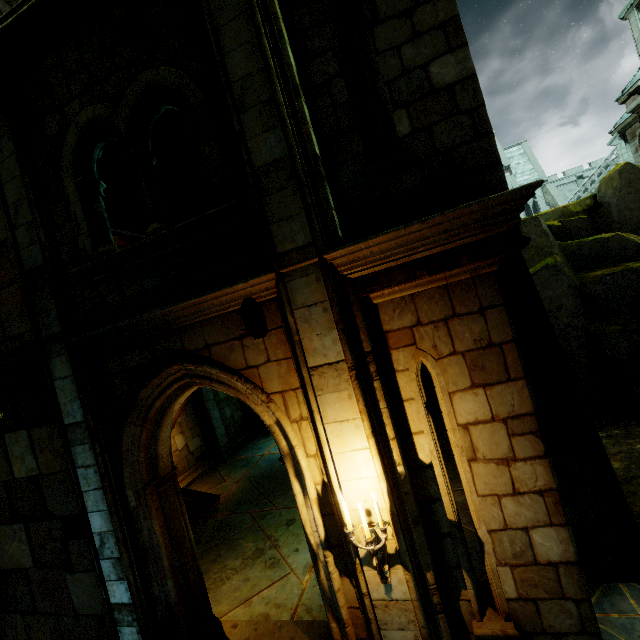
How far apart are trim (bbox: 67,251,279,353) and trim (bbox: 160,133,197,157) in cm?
715

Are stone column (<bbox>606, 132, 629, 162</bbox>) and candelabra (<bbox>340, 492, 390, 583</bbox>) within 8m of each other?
no

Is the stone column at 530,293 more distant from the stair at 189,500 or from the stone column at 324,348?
the stair at 189,500

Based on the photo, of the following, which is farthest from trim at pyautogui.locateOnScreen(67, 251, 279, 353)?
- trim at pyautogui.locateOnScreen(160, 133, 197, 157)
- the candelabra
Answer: trim at pyautogui.locateOnScreen(160, 133, 197, 157)

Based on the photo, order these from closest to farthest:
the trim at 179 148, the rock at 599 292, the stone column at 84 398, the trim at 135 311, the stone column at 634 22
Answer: the trim at 135 311 < the stone column at 84 398 < the rock at 599 292 < the trim at 179 148 < the stone column at 634 22

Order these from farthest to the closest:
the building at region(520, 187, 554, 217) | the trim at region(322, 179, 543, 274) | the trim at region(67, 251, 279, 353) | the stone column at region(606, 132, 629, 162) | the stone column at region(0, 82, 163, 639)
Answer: the building at region(520, 187, 554, 217) → the stone column at region(606, 132, 629, 162) → the stone column at region(0, 82, 163, 639) → the trim at region(67, 251, 279, 353) → the trim at region(322, 179, 543, 274)

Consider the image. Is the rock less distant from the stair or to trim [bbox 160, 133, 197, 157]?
the stair

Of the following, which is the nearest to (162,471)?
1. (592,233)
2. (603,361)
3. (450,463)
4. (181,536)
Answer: (181,536)
